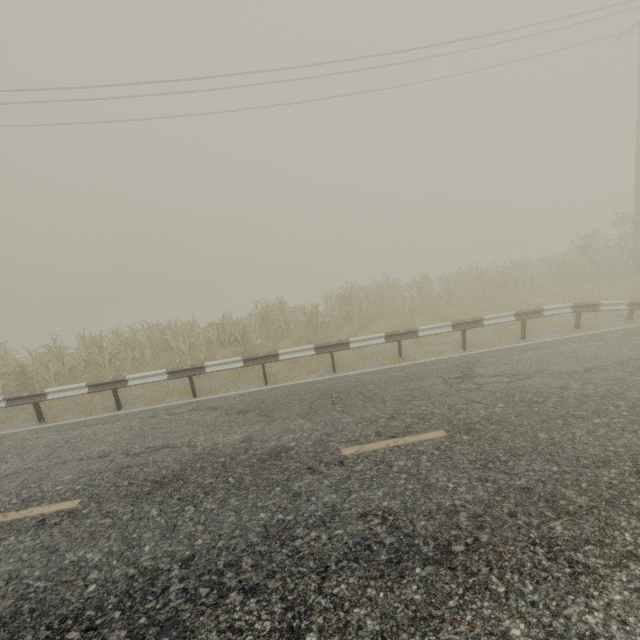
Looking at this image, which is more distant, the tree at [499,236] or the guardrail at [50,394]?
the tree at [499,236]

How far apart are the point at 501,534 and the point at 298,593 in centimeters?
224cm

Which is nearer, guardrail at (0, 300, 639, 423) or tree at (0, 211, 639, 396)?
guardrail at (0, 300, 639, 423)
